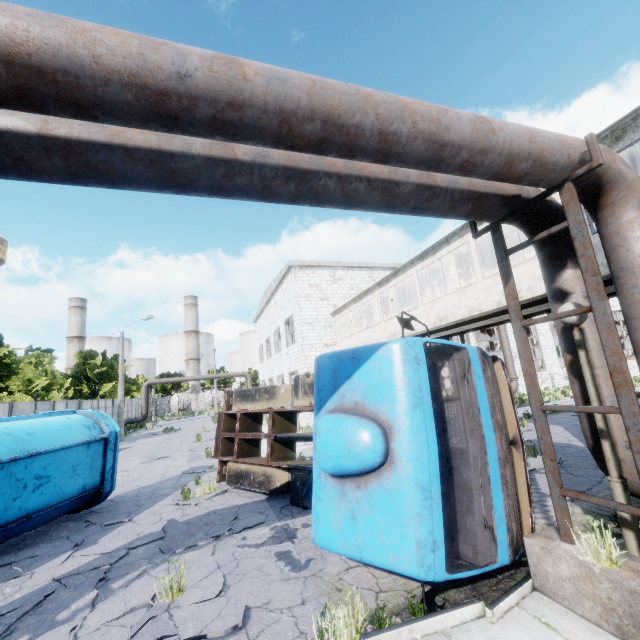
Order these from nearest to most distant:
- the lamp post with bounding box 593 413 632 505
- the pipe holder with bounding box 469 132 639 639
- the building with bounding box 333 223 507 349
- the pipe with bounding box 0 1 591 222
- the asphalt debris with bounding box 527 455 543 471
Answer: the pipe with bounding box 0 1 591 222
the pipe holder with bounding box 469 132 639 639
the lamp post with bounding box 593 413 632 505
the asphalt debris with bounding box 527 455 543 471
the building with bounding box 333 223 507 349

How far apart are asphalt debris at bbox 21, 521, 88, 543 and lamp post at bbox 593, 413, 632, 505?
9.3 meters

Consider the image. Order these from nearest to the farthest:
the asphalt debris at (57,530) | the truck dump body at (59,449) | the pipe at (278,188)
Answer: the pipe at (278,188)
the truck dump body at (59,449)
the asphalt debris at (57,530)

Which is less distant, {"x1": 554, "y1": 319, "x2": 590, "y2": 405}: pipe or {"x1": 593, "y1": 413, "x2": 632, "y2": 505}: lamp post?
{"x1": 593, "y1": 413, "x2": 632, "y2": 505}: lamp post

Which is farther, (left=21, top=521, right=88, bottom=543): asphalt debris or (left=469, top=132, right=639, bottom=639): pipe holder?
(left=21, top=521, right=88, bottom=543): asphalt debris

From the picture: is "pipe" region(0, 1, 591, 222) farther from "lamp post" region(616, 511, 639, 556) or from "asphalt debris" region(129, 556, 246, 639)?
"asphalt debris" region(129, 556, 246, 639)

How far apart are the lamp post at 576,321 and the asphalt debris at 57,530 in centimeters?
933cm

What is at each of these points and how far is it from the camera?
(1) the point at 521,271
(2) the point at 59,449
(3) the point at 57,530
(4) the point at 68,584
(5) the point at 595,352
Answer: (1) building, 9.14m
(2) truck dump body, 7.68m
(3) asphalt debris, 7.67m
(4) asphalt debris, 5.23m
(5) pipe, 4.32m
